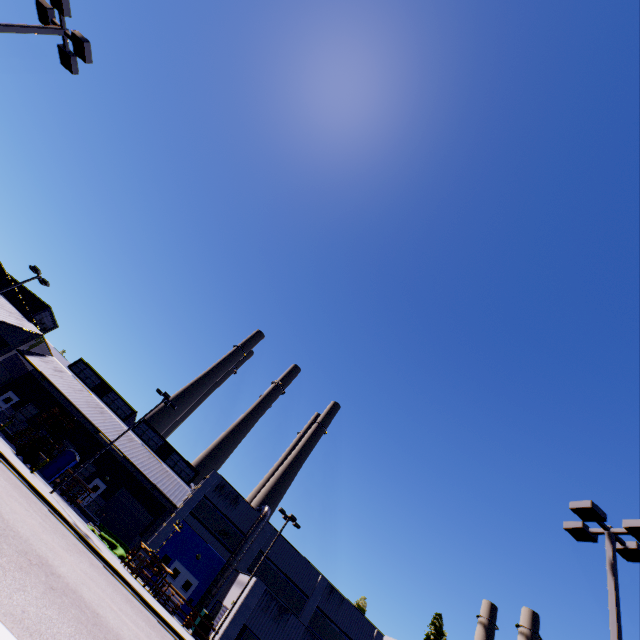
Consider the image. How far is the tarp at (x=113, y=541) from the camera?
26.1m

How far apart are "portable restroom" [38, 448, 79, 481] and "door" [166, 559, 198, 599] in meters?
13.7

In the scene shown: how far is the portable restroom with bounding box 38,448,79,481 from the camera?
30.50m

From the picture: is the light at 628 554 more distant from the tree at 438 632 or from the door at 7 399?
the door at 7 399

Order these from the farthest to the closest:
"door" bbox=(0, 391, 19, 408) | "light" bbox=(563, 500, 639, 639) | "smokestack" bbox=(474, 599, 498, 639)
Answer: "smokestack" bbox=(474, 599, 498, 639)
"door" bbox=(0, 391, 19, 408)
"light" bbox=(563, 500, 639, 639)

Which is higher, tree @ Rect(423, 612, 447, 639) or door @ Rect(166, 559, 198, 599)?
tree @ Rect(423, 612, 447, 639)

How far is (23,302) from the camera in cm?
3666

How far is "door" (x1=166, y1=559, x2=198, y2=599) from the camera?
29.14m
